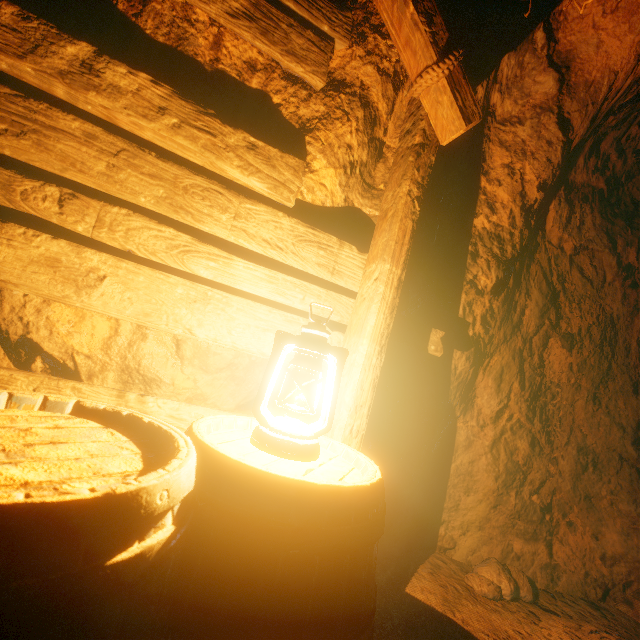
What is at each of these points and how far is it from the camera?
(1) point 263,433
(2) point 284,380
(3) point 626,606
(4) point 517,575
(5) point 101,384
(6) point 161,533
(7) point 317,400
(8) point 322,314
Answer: (1) lantern, 1.0m
(2) z, 2.2m
(3) burlap sack, 2.8m
(4) instancedfoliageactor, 2.7m
(5) z, 1.7m
(6) barrel, 0.5m
(7) z, 2.3m
(8) z, 1.7m

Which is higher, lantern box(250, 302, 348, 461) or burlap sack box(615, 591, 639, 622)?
lantern box(250, 302, 348, 461)

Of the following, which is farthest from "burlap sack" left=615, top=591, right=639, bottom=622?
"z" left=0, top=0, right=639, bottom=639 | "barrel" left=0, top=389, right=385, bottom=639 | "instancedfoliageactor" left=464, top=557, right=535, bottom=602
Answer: "barrel" left=0, top=389, right=385, bottom=639

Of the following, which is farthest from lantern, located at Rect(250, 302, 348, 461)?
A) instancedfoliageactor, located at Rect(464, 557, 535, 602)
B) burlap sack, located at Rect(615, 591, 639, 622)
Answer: burlap sack, located at Rect(615, 591, 639, 622)

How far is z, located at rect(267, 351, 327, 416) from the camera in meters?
1.7

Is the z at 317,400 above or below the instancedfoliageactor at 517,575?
above

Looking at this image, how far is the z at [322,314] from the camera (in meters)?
1.71
